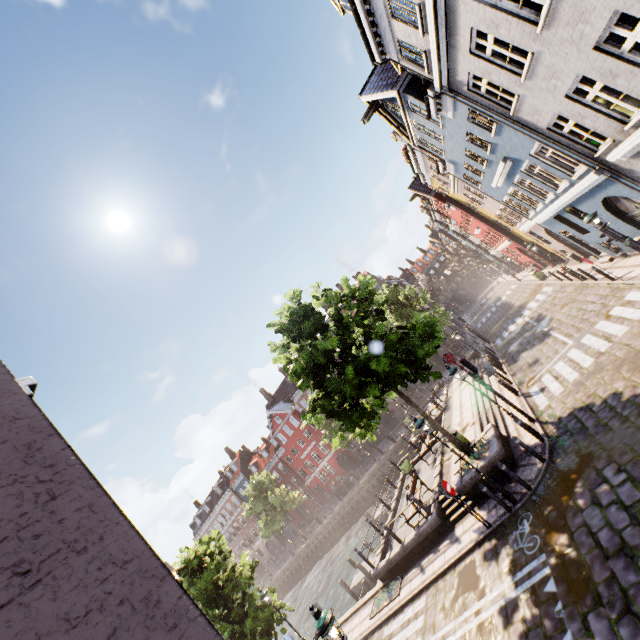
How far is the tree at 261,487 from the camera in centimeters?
3934cm

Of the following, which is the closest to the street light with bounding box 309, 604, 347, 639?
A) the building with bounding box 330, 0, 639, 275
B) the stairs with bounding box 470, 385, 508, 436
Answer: the stairs with bounding box 470, 385, 508, 436

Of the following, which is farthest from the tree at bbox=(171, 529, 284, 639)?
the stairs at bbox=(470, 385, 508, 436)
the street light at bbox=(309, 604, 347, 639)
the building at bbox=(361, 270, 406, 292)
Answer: the street light at bbox=(309, 604, 347, 639)

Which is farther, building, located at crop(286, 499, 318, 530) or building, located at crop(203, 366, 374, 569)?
building, located at crop(286, 499, 318, 530)

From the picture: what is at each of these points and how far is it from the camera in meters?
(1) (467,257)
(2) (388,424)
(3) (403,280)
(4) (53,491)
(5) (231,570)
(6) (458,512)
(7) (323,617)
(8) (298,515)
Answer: (1) tree, 54.4 m
(2) building, 44.1 m
(3) building, 59.8 m
(4) building, 4.8 m
(5) tree, 16.3 m
(6) stairs, 12.5 m
(7) street light, 6.0 m
(8) building, 51.8 m

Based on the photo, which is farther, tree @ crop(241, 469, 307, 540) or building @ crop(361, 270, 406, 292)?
building @ crop(361, 270, 406, 292)

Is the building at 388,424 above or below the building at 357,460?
below

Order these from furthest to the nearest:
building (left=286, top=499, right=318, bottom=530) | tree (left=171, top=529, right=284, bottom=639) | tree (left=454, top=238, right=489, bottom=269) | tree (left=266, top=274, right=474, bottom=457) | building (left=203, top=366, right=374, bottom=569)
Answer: tree (left=454, top=238, right=489, bottom=269), building (left=286, top=499, right=318, bottom=530), building (left=203, top=366, right=374, bottom=569), tree (left=171, top=529, right=284, bottom=639), tree (left=266, top=274, right=474, bottom=457)
